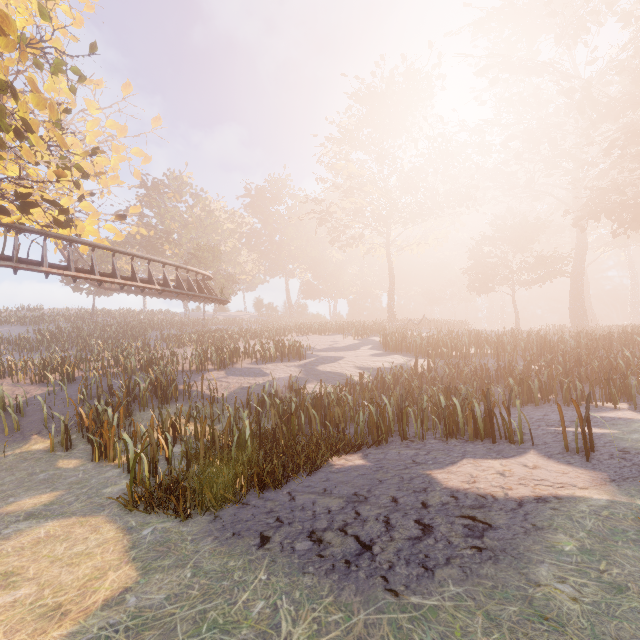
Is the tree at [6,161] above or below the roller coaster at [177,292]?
above

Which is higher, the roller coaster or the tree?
the tree

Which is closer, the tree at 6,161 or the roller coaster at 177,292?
the tree at 6,161

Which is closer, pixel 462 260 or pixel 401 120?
pixel 401 120

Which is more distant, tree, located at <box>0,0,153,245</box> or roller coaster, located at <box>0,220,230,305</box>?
roller coaster, located at <box>0,220,230,305</box>
